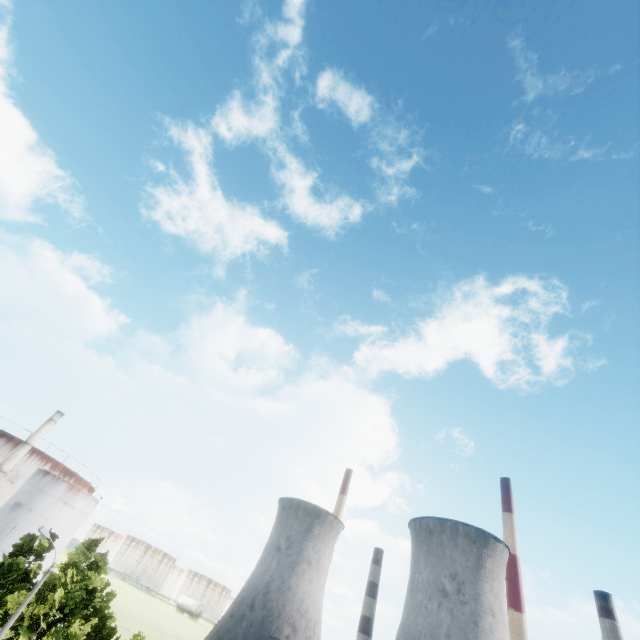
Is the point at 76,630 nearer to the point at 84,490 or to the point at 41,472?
the point at 84,490
